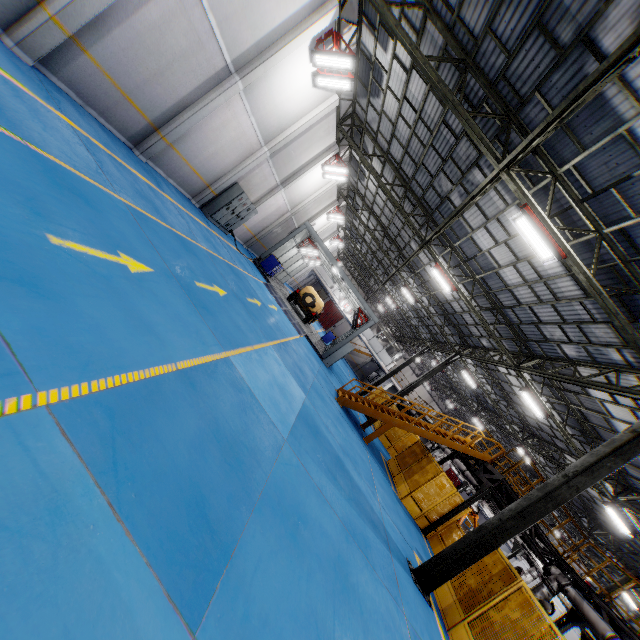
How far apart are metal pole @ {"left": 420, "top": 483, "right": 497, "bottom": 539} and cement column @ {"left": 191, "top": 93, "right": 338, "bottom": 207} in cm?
1731

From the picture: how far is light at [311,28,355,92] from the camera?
11.12m

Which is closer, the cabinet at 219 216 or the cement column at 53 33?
the cement column at 53 33

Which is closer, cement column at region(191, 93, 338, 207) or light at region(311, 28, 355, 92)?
light at region(311, 28, 355, 92)

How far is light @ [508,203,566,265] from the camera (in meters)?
8.12

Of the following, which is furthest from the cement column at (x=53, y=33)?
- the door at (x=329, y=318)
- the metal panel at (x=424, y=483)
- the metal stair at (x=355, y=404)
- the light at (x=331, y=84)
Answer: the door at (x=329, y=318)

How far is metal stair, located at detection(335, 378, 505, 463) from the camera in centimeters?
1516cm

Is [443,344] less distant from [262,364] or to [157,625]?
[262,364]
